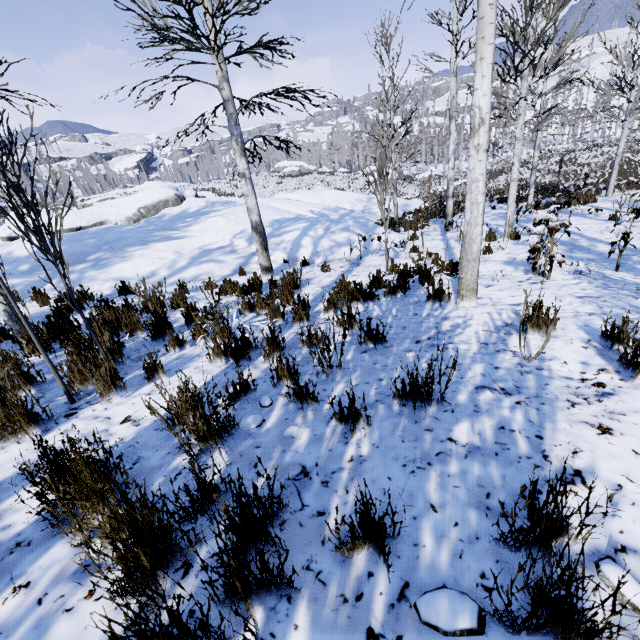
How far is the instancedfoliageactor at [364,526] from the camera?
1.2m

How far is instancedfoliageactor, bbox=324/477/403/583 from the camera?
1.2m

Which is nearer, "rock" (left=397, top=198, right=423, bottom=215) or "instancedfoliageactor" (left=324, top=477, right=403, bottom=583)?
"instancedfoliageactor" (left=324, top=477, right=403, bottom=583)

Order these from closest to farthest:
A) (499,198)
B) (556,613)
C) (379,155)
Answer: (556,613), (379,155), (499,198)

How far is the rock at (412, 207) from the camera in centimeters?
2153cm

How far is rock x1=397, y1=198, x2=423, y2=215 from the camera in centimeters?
2153cm

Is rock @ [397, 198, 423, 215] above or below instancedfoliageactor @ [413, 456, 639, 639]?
below
